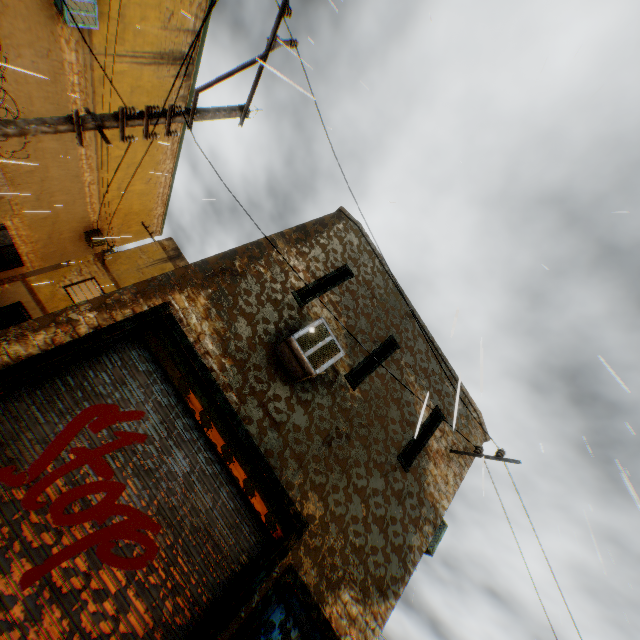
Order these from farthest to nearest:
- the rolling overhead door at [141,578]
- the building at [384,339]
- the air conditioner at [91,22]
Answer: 1. the air conditioner at [91,22]
2. the building at [384,339]
3. the rolling overhead door at [141,578]

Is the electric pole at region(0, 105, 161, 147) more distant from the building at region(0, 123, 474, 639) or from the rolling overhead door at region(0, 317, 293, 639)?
the rolling overhead door at region(0, 317, 293, 639)

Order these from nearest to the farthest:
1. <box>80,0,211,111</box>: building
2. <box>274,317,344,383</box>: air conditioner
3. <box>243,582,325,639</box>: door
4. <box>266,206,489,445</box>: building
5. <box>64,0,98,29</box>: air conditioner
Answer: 1. <box>243,582,325,639</box>: door
2. <box>274,317,344,383</box>: air conditioner
3. <box>266,206,489,445</box>: building
4. <box>64,0,98,29</box>: air conditioner
5. <box>80,0,211,111</box>: building

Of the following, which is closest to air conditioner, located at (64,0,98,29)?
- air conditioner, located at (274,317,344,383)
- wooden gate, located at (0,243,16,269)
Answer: wooden gate, located at (0,243,16,269)

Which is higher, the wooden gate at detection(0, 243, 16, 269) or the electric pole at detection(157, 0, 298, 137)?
the electric pole at detection(157, 0, 298, 137)

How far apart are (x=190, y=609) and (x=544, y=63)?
10.3 meters

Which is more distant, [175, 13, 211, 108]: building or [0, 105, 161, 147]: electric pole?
[175, 13, 211, 108]: building

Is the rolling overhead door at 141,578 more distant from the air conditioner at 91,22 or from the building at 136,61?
the air conditioner at 91,22
